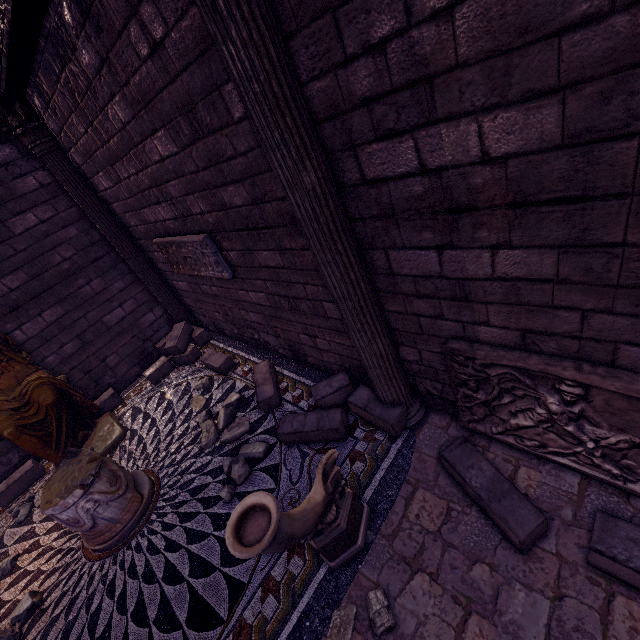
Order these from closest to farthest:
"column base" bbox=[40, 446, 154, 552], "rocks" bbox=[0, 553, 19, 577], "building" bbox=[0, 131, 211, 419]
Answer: "column base" bbox=[40, 446, 154, 552] → "rocks" bbox=[0, 553, 19, 577] → "building" bbox=[0, 131, 211, 419]

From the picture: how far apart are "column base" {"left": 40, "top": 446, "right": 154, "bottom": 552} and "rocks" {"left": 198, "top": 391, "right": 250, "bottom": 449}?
0.8 meters

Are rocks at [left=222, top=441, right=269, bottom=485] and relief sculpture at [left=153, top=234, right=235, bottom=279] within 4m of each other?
yes

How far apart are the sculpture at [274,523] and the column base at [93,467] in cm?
243

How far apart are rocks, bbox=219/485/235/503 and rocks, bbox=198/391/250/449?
0.3 meters

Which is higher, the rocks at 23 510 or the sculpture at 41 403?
the sculpture at 41 403

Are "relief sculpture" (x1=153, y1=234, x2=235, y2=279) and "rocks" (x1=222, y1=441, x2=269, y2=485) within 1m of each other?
no

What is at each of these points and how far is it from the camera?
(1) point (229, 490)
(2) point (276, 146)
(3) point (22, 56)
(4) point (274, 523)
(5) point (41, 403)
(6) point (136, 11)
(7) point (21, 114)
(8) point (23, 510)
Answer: (1) rocks, 3.8m
(2) column, 2.1m
(3) entablature, 3.8m
(4) sculpture, 2.1m
(5) sculpture, 5.0m
(6) building, 2.5m
(7) column, 4.8m
(8) rocks, 5.0m
